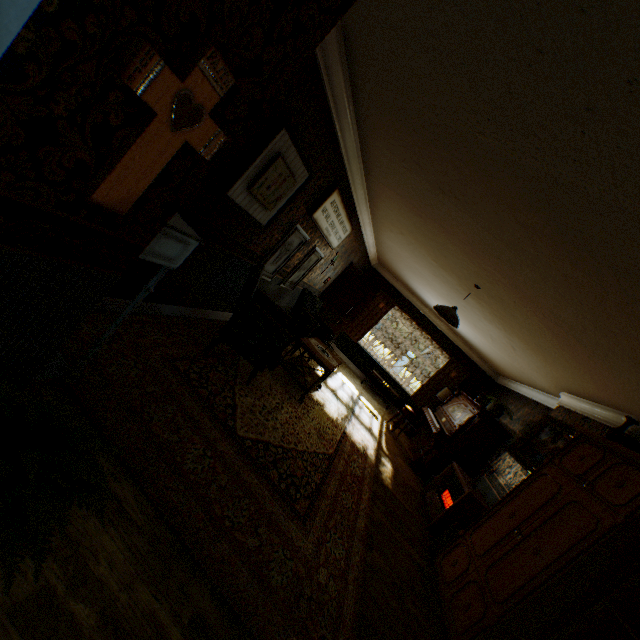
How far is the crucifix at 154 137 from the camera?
0.9m

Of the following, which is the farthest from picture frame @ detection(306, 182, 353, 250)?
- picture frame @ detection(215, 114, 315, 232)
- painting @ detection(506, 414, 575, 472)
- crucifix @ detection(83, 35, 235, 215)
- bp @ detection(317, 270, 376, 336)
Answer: painting @ detection(506, 414, 575, 472)

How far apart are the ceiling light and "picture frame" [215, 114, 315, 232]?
2.6 meters

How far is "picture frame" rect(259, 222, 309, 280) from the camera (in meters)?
4.71

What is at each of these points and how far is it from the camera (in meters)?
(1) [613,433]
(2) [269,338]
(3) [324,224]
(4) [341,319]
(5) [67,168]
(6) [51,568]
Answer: (1) vase, 3.65
(2) chair, 3.82
(3) picture frame, 5.23
(4) bp, 9.11
(5) building, 0.97
(6) building, 1.41

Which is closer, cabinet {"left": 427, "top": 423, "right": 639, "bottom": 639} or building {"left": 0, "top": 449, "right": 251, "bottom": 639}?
building {"left": 0, "top": 449, "right": 251, "bottom": 639}

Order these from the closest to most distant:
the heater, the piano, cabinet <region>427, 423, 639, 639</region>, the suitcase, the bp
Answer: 1. cabinet <region>427, 423, 639, 639</region>
2. the suitcase
3. the heater
4. the piano
5. the bp

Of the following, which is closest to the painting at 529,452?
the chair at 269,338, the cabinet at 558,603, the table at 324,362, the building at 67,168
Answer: the building at 67,168
